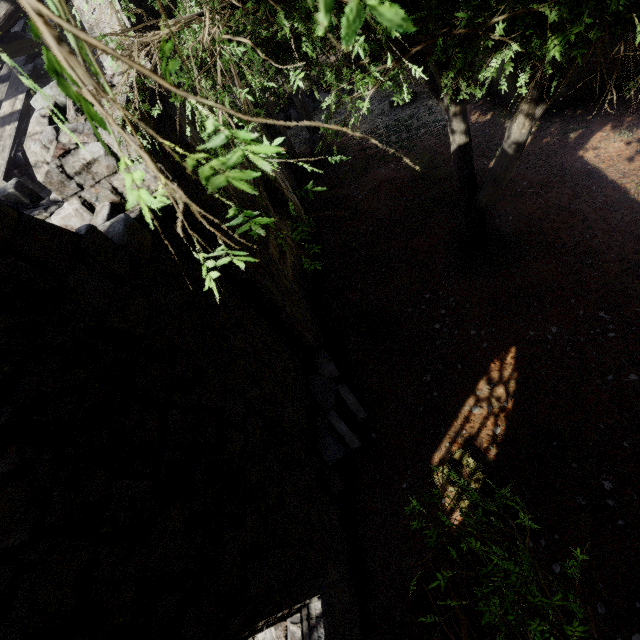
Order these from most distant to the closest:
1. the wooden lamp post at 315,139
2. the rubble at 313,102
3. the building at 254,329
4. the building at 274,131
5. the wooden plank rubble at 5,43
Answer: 1. the rubble at 313,102
2. the wooden lamp post at 315,139
3. the building at 274,131
4. the wooden plank rubble at 5,43
5. the building at 254,329

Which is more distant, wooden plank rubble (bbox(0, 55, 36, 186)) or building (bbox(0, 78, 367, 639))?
wooden plank rubble (bbox(0, 55, 36, 186))

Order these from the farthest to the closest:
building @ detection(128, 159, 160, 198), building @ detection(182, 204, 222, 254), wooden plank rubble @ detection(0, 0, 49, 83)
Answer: wooden plank rubble @ detection(0, 0, 49, 83), building @ detection(182, 204, 222, 254), building @ detection(128, 159, 160, 198)

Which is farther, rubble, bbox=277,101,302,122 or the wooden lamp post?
rubble, bbox=277,101,302,122

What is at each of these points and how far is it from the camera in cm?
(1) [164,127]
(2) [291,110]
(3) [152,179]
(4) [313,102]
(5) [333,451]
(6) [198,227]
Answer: (1) building, 396
(2) rubble, 1825
(3) building, 371
(4) rubble, 1825
(5) rubble, 604
(6) building, 431

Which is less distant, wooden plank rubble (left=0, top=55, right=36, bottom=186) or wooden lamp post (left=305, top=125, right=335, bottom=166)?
wooden plank rubble (left=0, top=55, right=36, bottom=186)

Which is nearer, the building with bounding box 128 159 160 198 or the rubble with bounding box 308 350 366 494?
the building with bounding box 128 159 160 198

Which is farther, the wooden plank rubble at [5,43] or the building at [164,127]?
the wooden plank rubble at [5,43]
